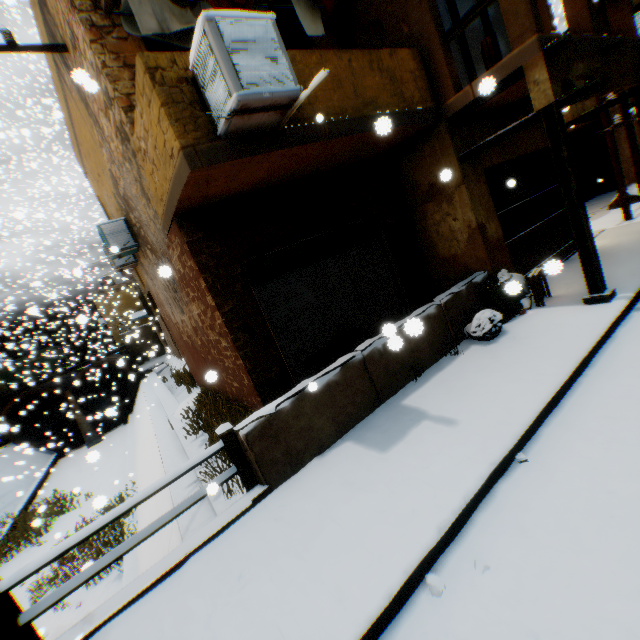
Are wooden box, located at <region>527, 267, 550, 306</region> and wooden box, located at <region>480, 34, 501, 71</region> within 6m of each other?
yes

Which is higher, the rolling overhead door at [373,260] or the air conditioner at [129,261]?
the air conditioner at [129,261]

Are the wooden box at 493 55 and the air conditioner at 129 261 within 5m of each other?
no

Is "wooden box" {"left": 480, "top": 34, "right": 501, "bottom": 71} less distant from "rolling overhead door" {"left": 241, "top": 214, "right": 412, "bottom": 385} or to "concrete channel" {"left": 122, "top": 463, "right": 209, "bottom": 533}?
"rolling overhead door" {"left": 241, "top": 214, "right": 412, "bottom": 385}

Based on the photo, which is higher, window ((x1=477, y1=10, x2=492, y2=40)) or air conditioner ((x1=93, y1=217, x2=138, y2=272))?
window ((x1=477, y1=10, x2=492, y2=40))

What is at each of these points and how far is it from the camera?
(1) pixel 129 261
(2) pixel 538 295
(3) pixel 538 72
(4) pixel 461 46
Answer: (1) air conditioner, 10.6m
(2) wooden box, 6.0m
(3) building, 4.6m
(4) window, 6.7m

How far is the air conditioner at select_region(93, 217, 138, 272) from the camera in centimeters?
855cm

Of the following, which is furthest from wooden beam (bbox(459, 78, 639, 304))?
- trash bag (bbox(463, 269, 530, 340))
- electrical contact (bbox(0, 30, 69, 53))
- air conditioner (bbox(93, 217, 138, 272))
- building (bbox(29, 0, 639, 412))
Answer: electrical contact (bbox(0, 30, 69, 53))
